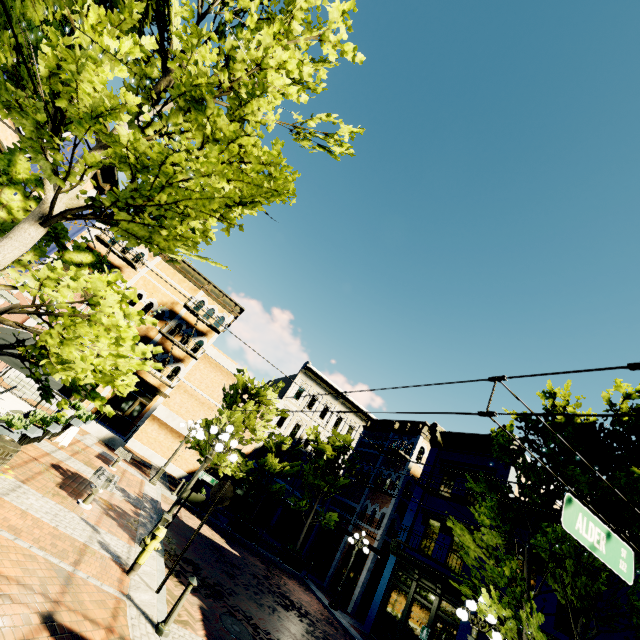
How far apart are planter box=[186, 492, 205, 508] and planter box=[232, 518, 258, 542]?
2.3 meters

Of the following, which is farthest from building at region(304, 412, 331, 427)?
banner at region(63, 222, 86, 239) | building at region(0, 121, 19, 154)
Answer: banner at region(63, 222, 86, 239)

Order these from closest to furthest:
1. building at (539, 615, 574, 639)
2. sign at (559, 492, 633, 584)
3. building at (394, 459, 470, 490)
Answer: sign at (559, 492, 633, 584), building at (539, 615, 574, 639), building at (394, 459, 470, 490)

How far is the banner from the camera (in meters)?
13.83

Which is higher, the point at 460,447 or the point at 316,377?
the point at 316,377

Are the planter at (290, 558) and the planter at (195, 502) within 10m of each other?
yes

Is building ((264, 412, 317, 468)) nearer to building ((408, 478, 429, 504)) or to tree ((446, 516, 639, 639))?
building ((408, 478, 429, 504))

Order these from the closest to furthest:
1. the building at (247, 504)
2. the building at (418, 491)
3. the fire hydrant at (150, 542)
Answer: the fire hydrant at (150, 542) < the building at (418, 491) < the building at (247, 504)
